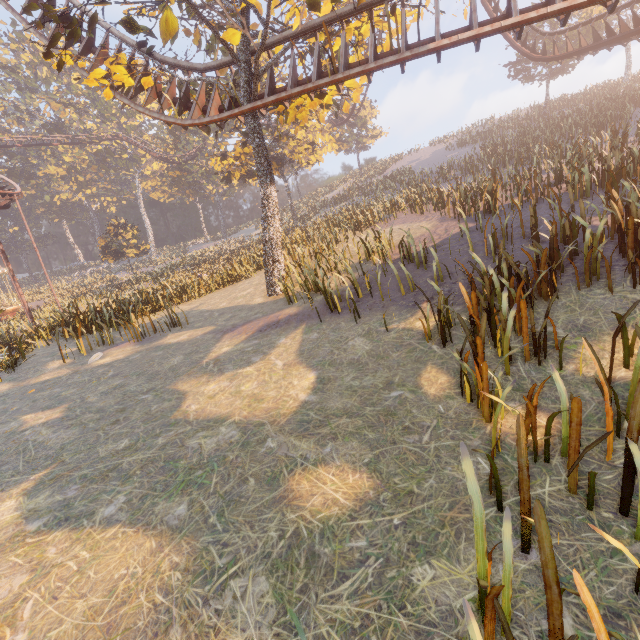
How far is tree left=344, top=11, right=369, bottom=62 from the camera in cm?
1188

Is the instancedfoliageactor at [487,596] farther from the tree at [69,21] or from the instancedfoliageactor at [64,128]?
the instancedfoliageactor at [64,128]

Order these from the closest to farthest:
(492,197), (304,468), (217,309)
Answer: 1. (304,468)
2. (492,197)
3. (217,309)

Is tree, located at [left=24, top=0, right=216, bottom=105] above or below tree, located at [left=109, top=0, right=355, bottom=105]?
above

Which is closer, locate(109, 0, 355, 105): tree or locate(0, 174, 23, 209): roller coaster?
locate(109, 0, 355, 105): tree

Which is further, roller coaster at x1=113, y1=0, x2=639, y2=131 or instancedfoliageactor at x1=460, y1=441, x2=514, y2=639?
roller coaster at x1=113, y1=0, x2=639, y2=131

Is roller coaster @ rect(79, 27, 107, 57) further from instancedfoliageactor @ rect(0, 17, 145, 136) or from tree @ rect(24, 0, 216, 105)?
instancedfoliageactor @ rect(0, 17, 145, 136)

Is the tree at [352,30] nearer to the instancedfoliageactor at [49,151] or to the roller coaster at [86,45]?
the roller coaster at [86,45]
